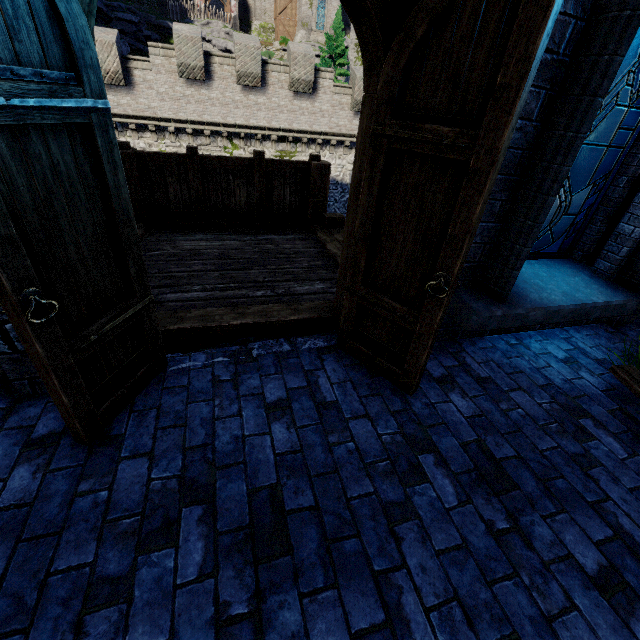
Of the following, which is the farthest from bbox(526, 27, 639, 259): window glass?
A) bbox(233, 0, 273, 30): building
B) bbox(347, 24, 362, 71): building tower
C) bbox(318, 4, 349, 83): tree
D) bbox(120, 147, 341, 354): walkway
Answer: bbox(233, 0, 273, 30): building

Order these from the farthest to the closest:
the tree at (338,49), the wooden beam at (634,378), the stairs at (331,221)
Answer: the tree at (338,49) → the stairs at (331,221) → the wooden beam at (634,378)

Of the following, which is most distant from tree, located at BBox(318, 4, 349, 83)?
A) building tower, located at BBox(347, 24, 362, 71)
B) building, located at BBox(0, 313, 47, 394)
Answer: building, located at BBox(0, 313, 47, 394)

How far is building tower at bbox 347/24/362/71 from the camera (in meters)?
38.12

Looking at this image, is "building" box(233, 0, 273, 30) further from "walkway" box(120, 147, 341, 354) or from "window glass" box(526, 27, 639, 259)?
"window glass" box(526, 27, 639, 259)

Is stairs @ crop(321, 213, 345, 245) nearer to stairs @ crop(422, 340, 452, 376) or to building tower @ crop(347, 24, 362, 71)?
stairs @ crop(422, 340, 452, 376)

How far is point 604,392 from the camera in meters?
2.9 m

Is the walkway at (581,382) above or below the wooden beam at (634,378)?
below
